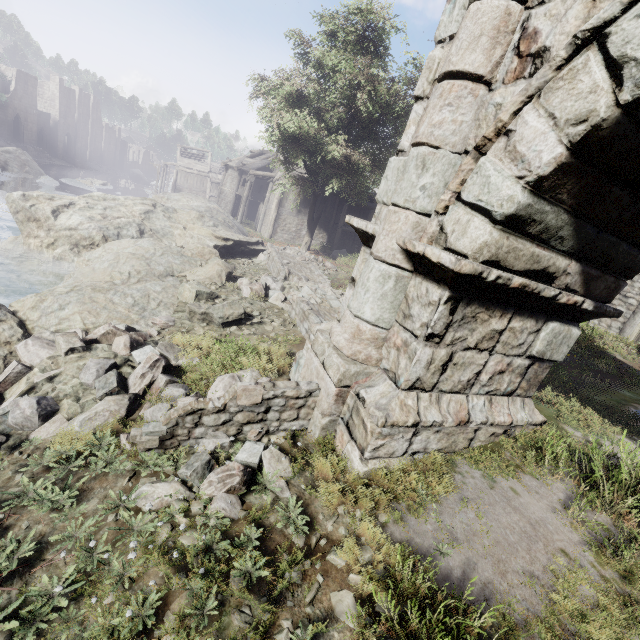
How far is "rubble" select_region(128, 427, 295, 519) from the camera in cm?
313

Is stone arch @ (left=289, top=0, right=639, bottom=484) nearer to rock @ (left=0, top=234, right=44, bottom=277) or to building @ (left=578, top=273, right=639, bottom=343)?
building @ (left=578, top=273, right=639, bottom=343)

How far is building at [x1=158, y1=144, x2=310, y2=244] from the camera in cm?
2662

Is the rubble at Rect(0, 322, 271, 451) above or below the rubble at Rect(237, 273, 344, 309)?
below

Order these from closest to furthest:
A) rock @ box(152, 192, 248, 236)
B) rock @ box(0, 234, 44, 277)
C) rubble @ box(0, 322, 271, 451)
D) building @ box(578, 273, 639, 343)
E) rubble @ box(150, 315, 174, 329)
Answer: rubble @ box(0, 322, 271, 451), rubble @ box(150, 315, 174, 329), building @ box(578, 273, 639, 343), rock @ box(0, 234, 44, 277), rock @ box(152, 192, 248, 236)

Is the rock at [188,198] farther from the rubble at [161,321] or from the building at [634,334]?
the rubble at [161,321]

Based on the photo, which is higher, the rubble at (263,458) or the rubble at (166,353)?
the rubble at (263,458)

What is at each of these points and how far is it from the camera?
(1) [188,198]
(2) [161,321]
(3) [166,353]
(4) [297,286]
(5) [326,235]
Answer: (1) rock, 26.8 meters
(2) rubble, 6.9 meters
(3) rubble, 5.6 meters
(4) rubble, 10.5 meters
(5) building, 28.1 meters
